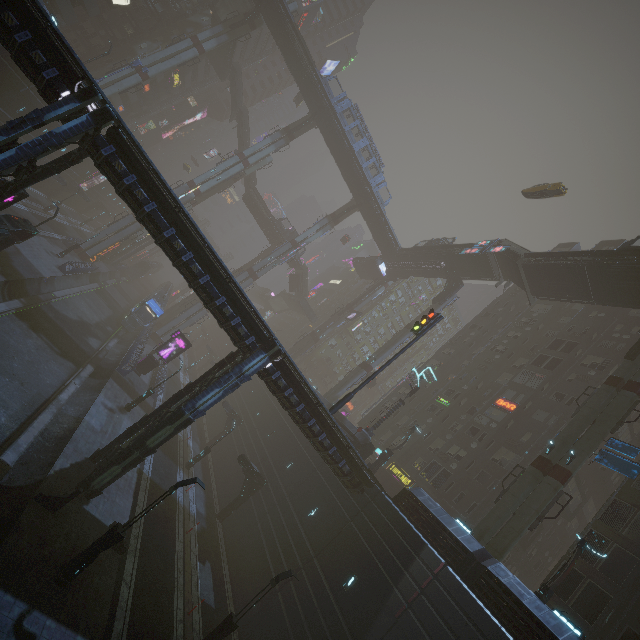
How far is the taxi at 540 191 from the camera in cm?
3466

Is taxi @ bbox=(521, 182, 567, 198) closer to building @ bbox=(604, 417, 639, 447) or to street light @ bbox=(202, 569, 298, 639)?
building @ bbox=(604, 417, 639, 447)

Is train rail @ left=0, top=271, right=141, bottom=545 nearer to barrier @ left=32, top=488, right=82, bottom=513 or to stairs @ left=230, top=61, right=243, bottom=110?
barrier @ left=32, top=488, right=82, bottom=513

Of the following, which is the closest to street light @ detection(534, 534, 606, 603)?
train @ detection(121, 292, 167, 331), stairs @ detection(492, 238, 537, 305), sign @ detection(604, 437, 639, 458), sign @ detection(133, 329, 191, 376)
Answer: sign @ detection(604, 437, 639, 458)

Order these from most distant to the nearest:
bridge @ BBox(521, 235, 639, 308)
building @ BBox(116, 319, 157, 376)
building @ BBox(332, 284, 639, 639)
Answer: building @ BBox(116, 319, 157, 376) < bridge @ BBox(521, 235, 639, 308) < building @ BBox(332, 284, 639, 639)

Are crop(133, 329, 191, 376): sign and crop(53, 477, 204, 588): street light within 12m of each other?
no

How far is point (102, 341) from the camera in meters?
34.6 m

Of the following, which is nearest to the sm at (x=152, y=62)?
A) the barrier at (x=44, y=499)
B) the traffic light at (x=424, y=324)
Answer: the barrier at (x=44, y=499)
